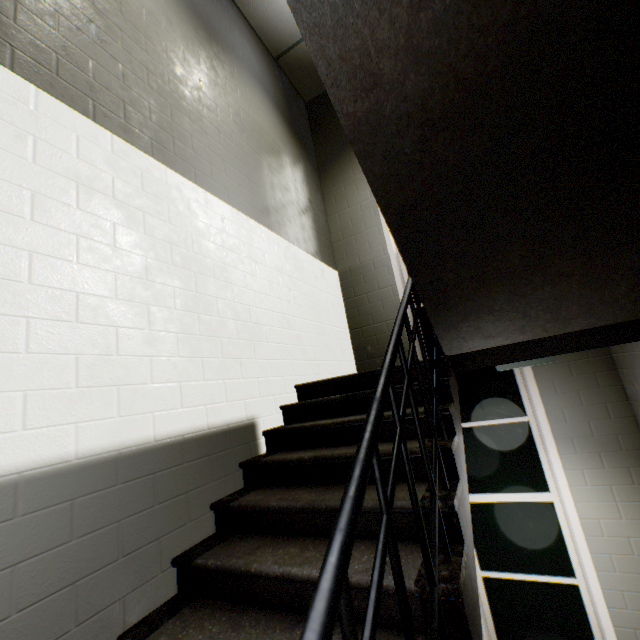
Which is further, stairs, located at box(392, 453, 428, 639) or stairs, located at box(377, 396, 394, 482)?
stairs, located at box(377, 396, 394, 482)

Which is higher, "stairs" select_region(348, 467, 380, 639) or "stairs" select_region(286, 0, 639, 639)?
"stairs" select_region(286, 0, 639, 639)

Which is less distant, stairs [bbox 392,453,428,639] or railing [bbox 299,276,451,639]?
railing [bbox 299,276,451,639]

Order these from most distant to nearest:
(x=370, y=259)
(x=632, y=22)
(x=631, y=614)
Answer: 1. (x=370, y=259)
2. (x=631, y=614)
3. (x=632, y=22)

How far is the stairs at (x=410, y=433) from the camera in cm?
149
